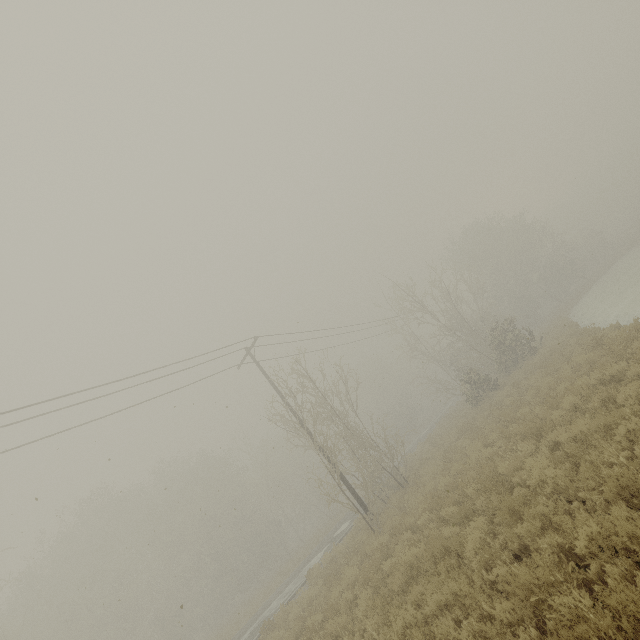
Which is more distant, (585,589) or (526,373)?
(526,373)
